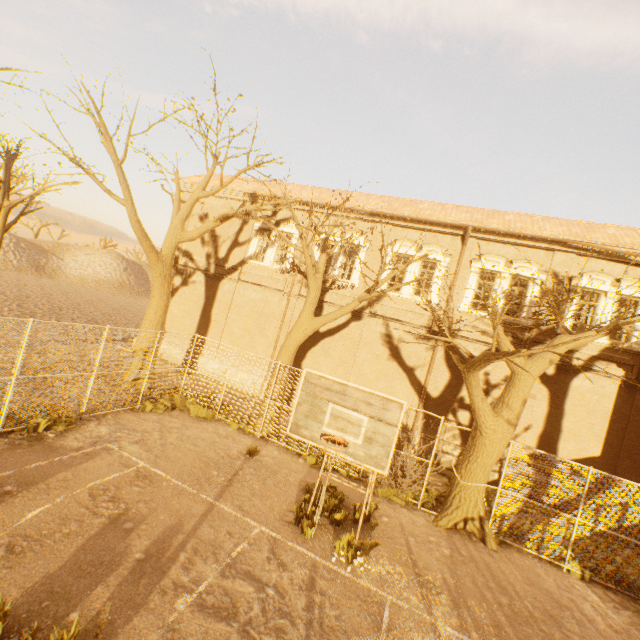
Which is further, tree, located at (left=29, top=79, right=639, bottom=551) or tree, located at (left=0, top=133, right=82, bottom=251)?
tree, located at (left=0, top=133, right=82, bottom=251)

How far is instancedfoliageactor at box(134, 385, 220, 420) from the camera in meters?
11.9

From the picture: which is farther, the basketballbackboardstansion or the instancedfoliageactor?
the instancedfoliageactor

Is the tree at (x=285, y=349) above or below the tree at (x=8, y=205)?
below

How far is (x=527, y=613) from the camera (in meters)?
6.87

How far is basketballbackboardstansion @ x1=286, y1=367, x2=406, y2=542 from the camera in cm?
509

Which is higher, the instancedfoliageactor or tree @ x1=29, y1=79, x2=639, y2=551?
tree @ x1=29, y1=79, x2=639, y2=551

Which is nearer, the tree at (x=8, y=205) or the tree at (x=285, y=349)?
the tree at (x=285, y=349)
